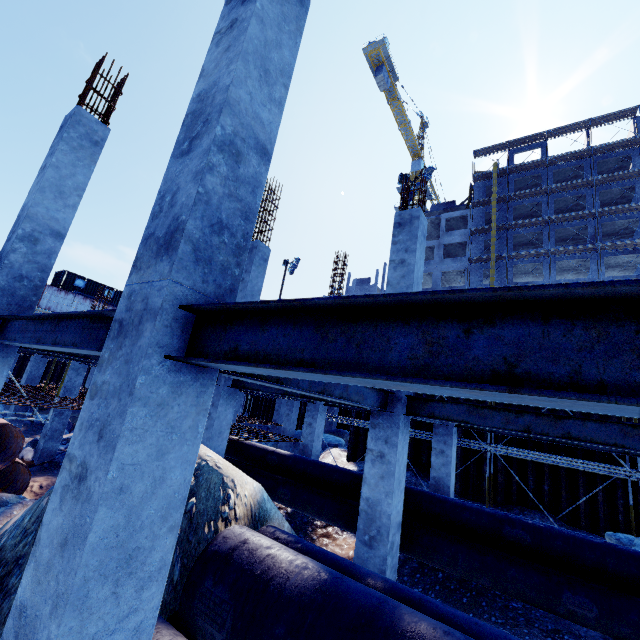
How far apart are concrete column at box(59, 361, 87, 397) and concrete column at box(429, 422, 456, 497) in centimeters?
1503cm

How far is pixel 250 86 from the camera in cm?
285

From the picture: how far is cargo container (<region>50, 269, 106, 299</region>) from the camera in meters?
31.9

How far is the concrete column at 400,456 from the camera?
5.53m

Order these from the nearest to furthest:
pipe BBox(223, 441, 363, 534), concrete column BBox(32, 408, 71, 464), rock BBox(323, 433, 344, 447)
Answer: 1. pipe BBox(223, 441, 363, 534)
2. concrete column BBox(32, 408, 71, 464)
3. rock BBox(323, 433, 344, 447)

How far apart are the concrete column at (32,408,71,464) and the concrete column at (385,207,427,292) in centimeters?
1435cm

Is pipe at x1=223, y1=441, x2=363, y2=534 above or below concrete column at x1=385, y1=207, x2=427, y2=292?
below
